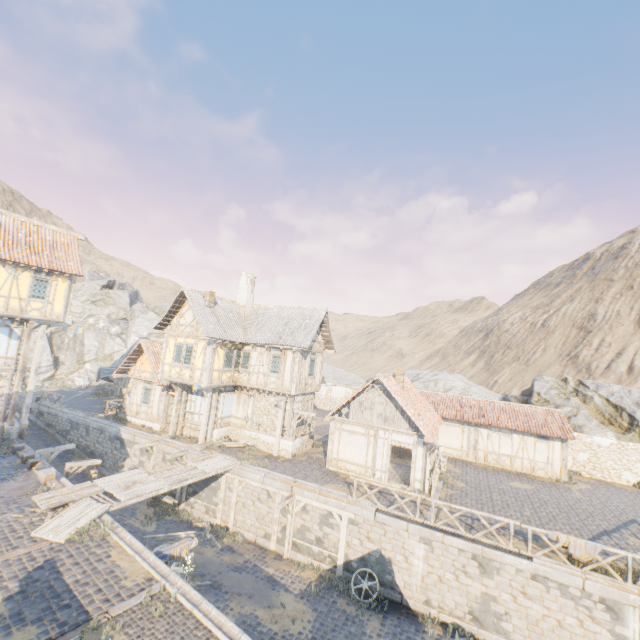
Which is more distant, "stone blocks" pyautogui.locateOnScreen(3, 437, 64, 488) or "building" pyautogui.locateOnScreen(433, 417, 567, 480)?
"building" pyautogui.locateOnScreen(433, 417, 567, 480)

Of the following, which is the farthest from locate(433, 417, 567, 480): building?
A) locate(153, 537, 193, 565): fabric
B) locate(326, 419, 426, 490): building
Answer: locate(153, 537, 193, 565): fabric

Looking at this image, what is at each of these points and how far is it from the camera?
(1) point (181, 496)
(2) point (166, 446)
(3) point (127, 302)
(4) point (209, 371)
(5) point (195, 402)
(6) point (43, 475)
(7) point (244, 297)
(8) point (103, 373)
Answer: (1) wooden structure, 19.1 meters
(2) stone blocks, 20.1 meters
(3) rock, 56.6 meters
(4) building, 20.0 meters
(5) building, 22.5 meters
(6) stone blocks, 13.7 meters
(7) chimney, 24.5 meters
(8) fabric, 31.1 meters

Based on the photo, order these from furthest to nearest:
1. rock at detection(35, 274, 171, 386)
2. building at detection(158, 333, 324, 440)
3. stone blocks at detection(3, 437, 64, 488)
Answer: rock at detection(35, 274, 171, 386)
building at detection(158, 333, 324, 440)
stone blocks at detection(3, 437, 64, 488)

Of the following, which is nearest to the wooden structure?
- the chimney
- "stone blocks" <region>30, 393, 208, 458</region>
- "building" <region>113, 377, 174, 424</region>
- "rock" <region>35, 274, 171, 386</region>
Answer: "stone blocks" <region>30, 393, 208, 458</region>

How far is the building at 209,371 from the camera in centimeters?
2030cm

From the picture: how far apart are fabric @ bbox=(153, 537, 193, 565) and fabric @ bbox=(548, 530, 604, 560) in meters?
13.0 m

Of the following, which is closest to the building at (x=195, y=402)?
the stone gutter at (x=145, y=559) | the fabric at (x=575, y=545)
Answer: the stone gutter at (x=145, y=559)
